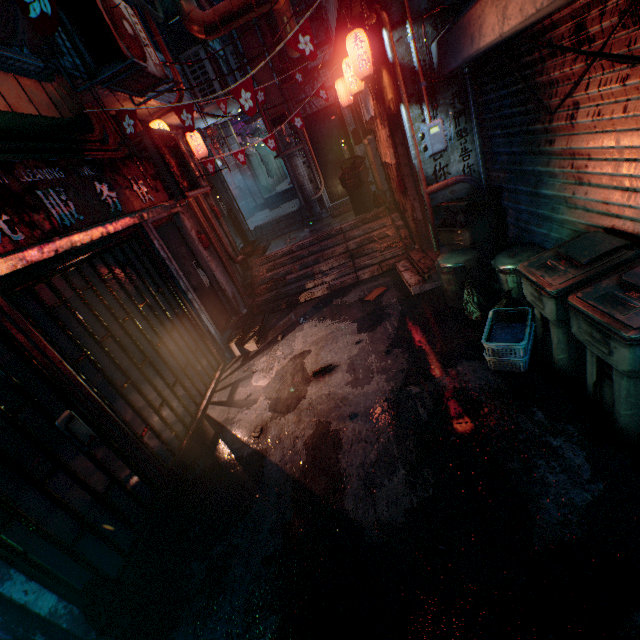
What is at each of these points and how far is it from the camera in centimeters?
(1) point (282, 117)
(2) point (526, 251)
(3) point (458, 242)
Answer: (1) air duct, 729cm
(2) trash can, 337cm
(3) trash bin, 409cm

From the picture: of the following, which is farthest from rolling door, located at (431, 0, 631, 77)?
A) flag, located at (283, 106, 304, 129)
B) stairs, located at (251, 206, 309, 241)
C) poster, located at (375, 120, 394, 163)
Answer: stairs, located at (251, 206, 309, 241)

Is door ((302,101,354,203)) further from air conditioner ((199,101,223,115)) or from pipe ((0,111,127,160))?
pipe ((0,111,127,160))

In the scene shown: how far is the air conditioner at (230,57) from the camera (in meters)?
5.95

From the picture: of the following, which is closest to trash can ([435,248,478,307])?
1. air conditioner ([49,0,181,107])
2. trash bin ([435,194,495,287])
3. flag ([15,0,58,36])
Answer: trash bin ([435,194,495,287])

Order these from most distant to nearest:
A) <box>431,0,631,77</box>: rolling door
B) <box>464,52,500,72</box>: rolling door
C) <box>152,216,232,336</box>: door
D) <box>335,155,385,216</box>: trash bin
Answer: <box>335,155,385,216</box>: trash bin < <box>152,216,232,336</box>: door < <box>464,52,500,72</box>: rolling door < <box>431,0,631,77</box>: rolling door

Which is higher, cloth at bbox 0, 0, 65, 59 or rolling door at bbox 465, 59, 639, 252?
cloth at bbox 0, 0, 65, 59

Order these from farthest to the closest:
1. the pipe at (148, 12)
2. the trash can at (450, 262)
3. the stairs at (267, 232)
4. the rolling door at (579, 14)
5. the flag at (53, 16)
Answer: the stairs at (267, 232)
the pipe at (148, 12)
the trash can at (450, 262)
the rolling door at (579, 14)
the flag at (53, 16)
